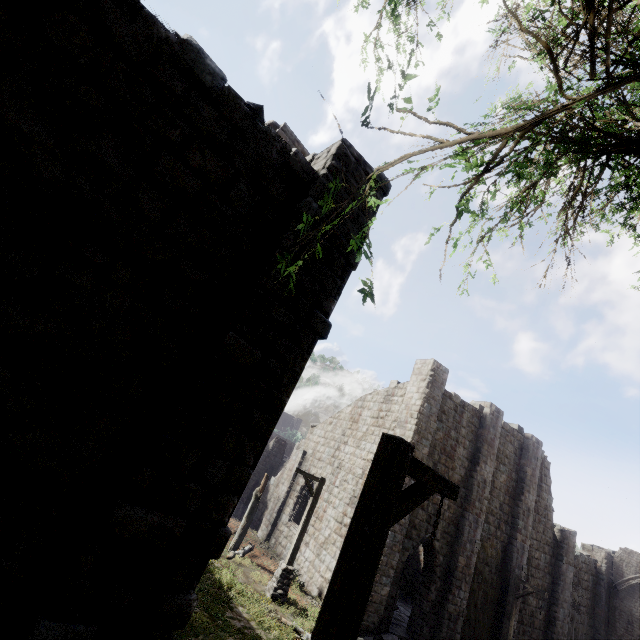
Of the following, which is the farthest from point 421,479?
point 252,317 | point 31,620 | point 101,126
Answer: point 101,126

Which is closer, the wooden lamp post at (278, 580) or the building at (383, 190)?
the building at (383, 190)

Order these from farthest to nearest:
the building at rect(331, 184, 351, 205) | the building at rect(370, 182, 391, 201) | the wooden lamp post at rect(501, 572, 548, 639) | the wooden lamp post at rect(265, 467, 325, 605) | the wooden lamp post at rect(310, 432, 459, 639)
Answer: the wooden lamp post at rect(501, 572, 548, 639), the wooden lamp post at rect(265, 467, 325, 605), the building at rect(370, 182, 391, 201), the building at rect(331, 184, 351, 205), the wooden lamp post at rect(310, 432, 459, 639)

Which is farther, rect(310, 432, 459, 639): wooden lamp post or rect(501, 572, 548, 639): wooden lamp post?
rect(501, 572, 548, 639): wooden lamp post

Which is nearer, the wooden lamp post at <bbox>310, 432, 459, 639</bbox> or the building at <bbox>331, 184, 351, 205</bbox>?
the wooden lamp post at <bbox>310, 432, 459, 639</bbox>

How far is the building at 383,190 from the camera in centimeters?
582cm

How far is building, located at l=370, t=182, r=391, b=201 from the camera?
5.8m
